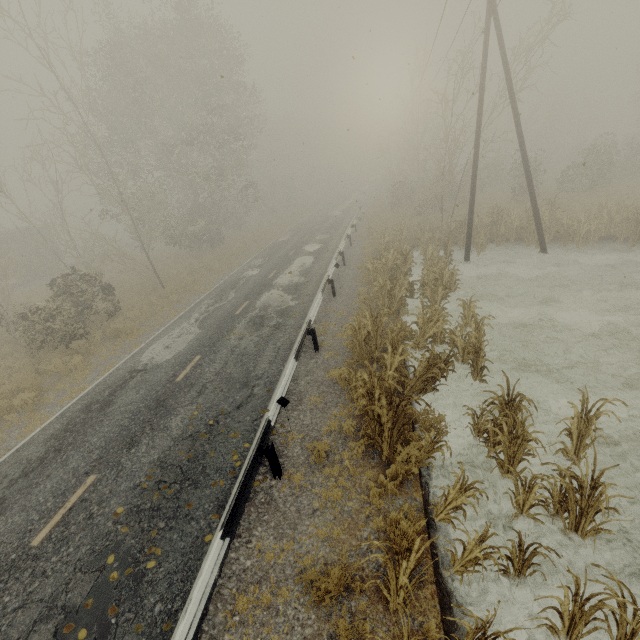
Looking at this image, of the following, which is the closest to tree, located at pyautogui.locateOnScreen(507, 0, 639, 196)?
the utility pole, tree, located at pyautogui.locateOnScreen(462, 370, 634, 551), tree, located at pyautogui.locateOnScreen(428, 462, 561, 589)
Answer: the utility pole

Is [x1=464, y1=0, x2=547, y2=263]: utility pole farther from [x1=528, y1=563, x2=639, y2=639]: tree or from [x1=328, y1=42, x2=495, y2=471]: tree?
[x1=528, y1=563, x2=639, y2=639]: tree

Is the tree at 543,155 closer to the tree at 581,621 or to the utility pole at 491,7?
the utility pole at 491,7

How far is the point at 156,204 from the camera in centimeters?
2231cm

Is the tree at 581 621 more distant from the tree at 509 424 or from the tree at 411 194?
the tree at 411 194

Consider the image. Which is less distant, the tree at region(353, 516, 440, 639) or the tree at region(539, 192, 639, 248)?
the tree at region(353, 516, 440, 639)

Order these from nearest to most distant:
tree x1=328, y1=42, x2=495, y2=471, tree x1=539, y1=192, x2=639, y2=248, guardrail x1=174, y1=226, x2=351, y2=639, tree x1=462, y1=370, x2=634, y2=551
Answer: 1. guardrail x1=174, y1=226, x2=351, y2=639
2. tree x1=462, y1=370, x2=634, y2=551
3. tree x1=328, y1=42, x2=495, y2=471
4. tree x1=539, y1=192, x2=639, y2=248
